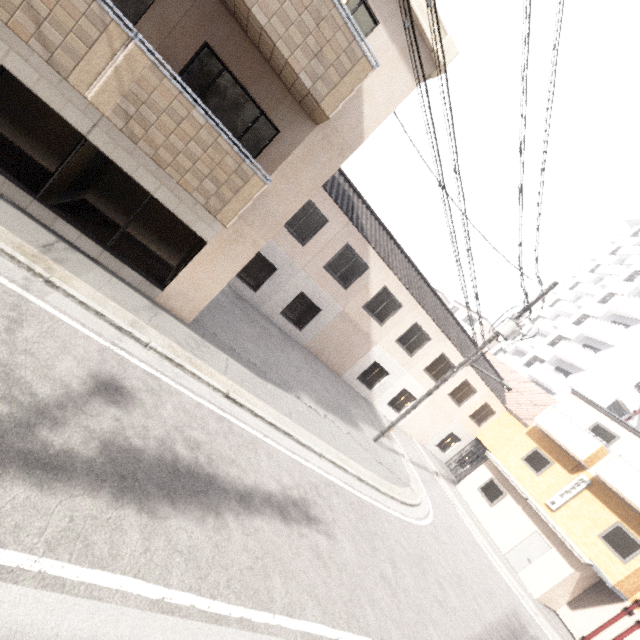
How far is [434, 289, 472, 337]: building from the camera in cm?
4456

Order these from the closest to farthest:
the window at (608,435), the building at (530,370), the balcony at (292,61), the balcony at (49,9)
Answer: the balcony at (49,9) → the balcony at (292,61) → the window at (608,435) → the building at (530,370)

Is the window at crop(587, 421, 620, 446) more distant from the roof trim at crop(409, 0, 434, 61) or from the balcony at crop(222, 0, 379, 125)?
the balcony at crop(222, 0, 379, 125)

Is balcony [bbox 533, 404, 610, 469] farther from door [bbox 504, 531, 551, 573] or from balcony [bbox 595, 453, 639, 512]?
door [bbox 504, 531, 551, 573]

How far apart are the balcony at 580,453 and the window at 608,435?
0.20m

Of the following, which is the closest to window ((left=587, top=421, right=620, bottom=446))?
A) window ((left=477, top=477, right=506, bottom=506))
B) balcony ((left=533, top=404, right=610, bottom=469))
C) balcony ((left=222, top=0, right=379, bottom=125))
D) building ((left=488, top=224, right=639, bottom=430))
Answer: balcony ((left=533, top=404, right=610, bottom=469))

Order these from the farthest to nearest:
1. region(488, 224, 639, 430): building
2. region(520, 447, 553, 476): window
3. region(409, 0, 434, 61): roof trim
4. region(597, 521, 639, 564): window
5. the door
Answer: region(488, 224, 639, 430): building, region(520, 447, 553, 476): window, the door, region(597, 521, 639, 564): window, region(409, 0, 434, 61): roof trim

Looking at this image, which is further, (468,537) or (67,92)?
(468,537)
